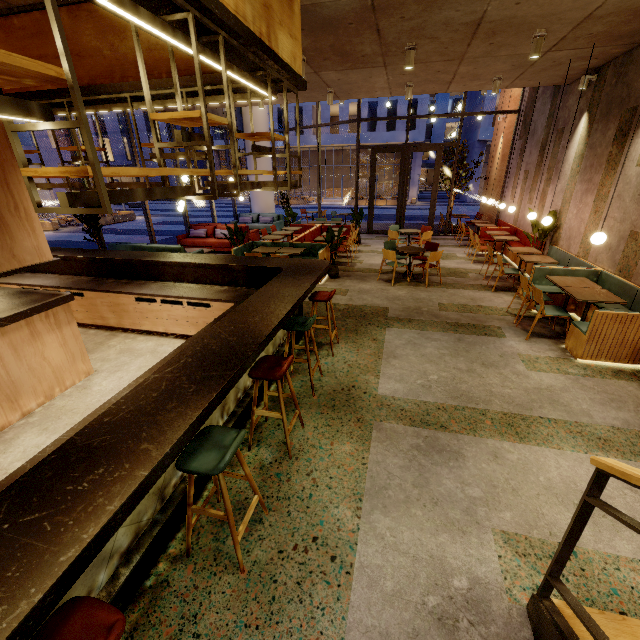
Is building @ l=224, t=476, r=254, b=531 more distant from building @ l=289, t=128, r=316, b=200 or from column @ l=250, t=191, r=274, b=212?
building @ l=289, t=128, r=316, b=200

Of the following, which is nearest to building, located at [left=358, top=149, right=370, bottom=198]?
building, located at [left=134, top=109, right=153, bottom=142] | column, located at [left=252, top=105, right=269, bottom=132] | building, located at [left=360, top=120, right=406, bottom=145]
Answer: building, located at [left=360, top=120, right=406, bottom=145]

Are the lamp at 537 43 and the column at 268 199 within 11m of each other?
no

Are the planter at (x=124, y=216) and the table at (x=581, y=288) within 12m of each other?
no

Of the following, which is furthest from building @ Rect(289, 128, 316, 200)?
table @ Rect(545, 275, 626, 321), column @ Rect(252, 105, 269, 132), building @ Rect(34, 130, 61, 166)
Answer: table @ Rect(545, 275, 626, 321)

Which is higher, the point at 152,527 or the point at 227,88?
the point at 227,88

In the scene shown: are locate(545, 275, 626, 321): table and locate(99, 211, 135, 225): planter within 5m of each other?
no

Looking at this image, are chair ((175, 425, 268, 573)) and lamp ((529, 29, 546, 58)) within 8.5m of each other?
yes
